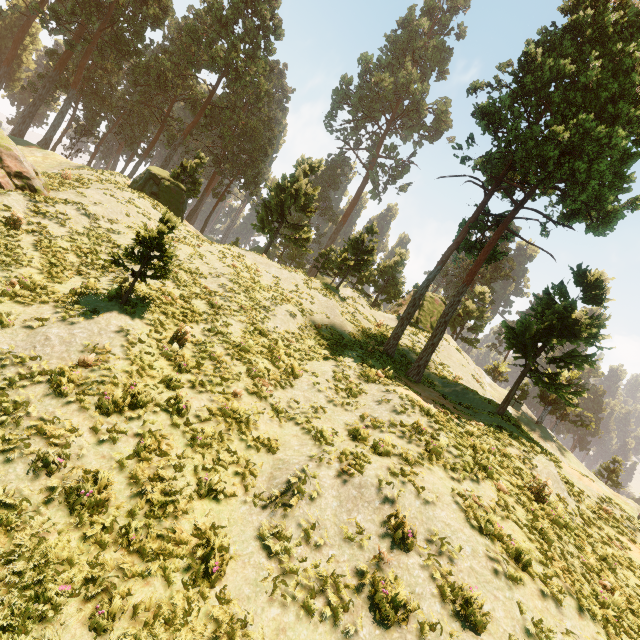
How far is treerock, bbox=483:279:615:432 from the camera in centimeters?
1503cm

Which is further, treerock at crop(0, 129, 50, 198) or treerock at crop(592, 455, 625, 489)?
treerock at crop(592, 455, 625, 489)

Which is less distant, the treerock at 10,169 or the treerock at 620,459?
the treerock at 10,169

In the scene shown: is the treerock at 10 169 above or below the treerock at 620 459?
below

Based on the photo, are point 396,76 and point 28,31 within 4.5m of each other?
no

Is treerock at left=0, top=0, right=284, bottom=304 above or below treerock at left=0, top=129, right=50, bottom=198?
above
